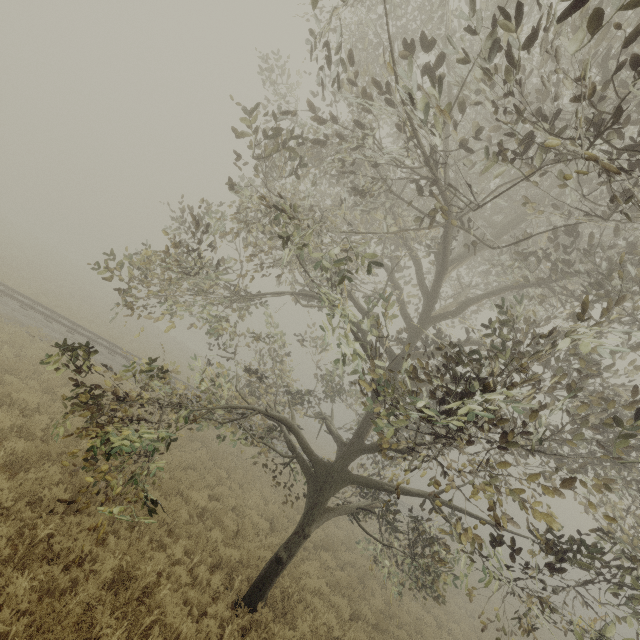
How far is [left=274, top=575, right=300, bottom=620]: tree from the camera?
7.9m

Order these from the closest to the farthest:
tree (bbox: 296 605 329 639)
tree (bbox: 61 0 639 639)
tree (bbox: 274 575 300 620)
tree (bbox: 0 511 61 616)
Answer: tree (bbox: 61 0 639 639) < tree (bbox: 0 511 61 616) < tree (bbox: 296 605 329 639) < tree (bbox: 274 575 300 620)

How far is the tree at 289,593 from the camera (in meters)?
7.93

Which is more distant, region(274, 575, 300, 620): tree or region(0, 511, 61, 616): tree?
region(274, 575, 300, 620): tree

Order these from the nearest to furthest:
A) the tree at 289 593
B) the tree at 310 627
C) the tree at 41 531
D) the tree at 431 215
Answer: the tree at 431 215 < the tree at 41 531 < the tree at 310 627 < the tree at 289 593

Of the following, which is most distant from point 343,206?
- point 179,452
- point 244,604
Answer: point 179,452
